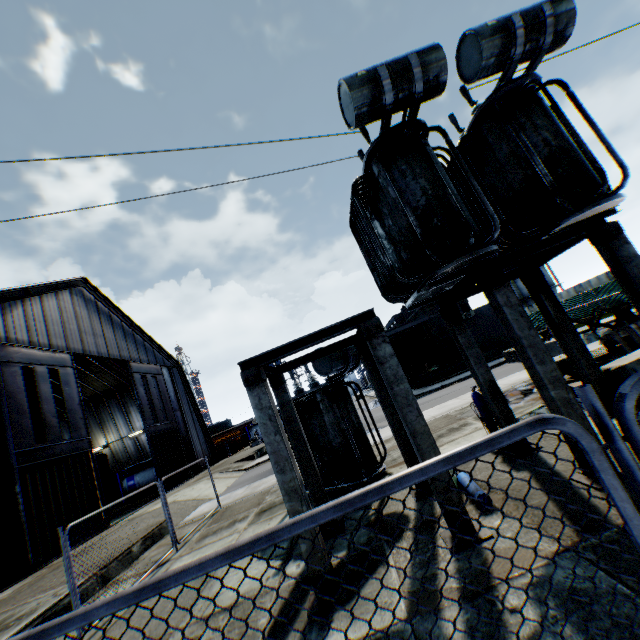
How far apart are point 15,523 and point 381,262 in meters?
19.3 m

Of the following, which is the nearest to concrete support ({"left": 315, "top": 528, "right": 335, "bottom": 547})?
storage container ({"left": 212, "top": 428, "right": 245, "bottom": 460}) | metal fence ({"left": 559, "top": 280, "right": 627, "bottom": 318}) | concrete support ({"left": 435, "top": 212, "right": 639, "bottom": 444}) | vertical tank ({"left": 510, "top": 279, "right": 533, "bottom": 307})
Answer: concrete support ({"left": 435, "top": 212, "right": 639, "bottom": 444})

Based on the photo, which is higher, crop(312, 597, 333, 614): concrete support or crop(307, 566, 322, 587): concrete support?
crop(307, 566, 322, 587): concrete support

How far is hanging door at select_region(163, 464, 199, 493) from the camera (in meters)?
24.17

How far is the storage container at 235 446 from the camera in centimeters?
3899cm

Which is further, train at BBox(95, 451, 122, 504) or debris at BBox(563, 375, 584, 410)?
train at BBox(95, 451, 122, 504)

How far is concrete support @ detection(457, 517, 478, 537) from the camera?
4.5 meters

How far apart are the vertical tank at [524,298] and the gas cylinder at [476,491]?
62.5 meters
